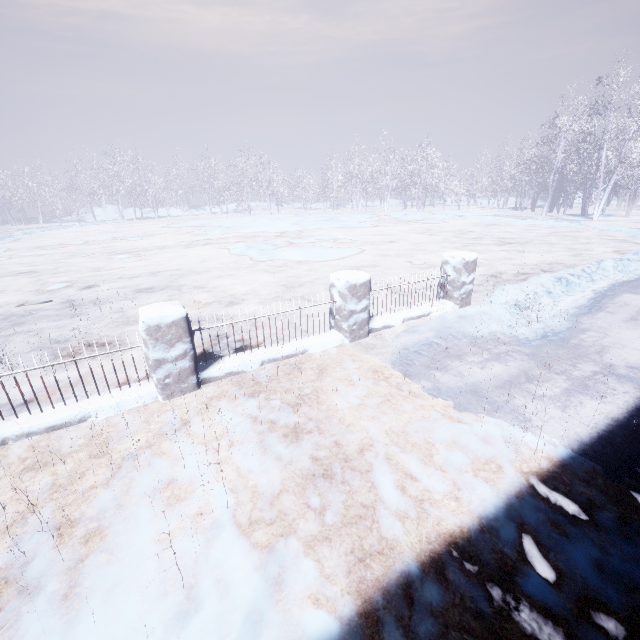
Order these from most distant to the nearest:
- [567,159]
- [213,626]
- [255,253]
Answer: [567,159], [255,253], [213,626]
